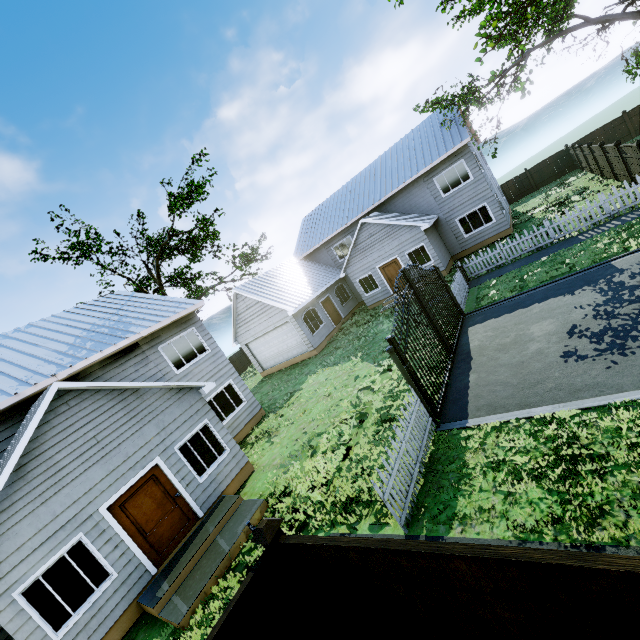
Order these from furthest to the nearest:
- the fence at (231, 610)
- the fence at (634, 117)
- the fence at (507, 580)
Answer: the fence at (634, 117) < the fence at (231, 610) < the fence at (507, 580)

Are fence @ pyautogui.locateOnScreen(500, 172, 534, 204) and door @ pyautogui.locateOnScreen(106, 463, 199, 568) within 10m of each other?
no

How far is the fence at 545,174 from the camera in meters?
27.1 m

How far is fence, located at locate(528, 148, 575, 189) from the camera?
27.1 meters

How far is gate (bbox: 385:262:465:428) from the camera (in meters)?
8.06

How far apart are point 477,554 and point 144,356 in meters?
13.3 m

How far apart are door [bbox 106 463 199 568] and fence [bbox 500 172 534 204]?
33.94m

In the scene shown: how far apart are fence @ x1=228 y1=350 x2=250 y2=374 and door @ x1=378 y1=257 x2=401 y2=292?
17.76m
